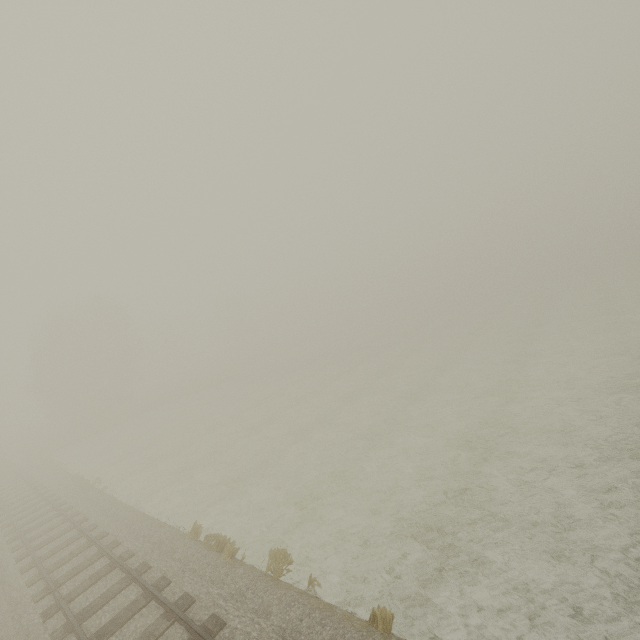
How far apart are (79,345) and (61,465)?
18.08m
